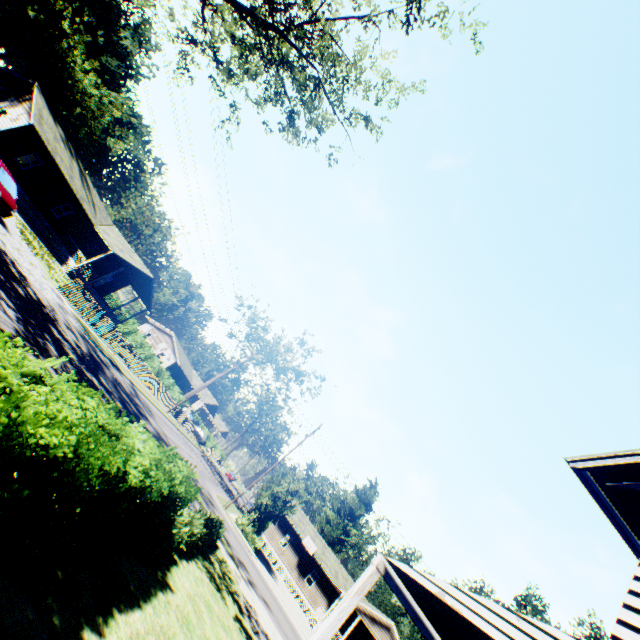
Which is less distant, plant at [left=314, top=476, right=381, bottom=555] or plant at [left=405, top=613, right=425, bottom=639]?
plant at [left=314, top=476, right=381, bottom=555]

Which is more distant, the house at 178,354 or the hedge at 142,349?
the house at 178,354

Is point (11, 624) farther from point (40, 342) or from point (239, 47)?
point (239, 47)

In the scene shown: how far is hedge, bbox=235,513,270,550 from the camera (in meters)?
28.98

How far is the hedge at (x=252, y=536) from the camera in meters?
29.0

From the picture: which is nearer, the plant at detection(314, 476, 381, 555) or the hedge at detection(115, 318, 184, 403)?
the hedge at detection(115, 318, 184, 403)

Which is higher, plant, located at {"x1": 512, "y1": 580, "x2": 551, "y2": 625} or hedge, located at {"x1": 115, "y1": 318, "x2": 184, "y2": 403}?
plant, located at {"x1": 512, "y1": 580, "x2": 551, "y2": 625}

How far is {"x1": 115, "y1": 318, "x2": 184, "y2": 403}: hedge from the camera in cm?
4162
